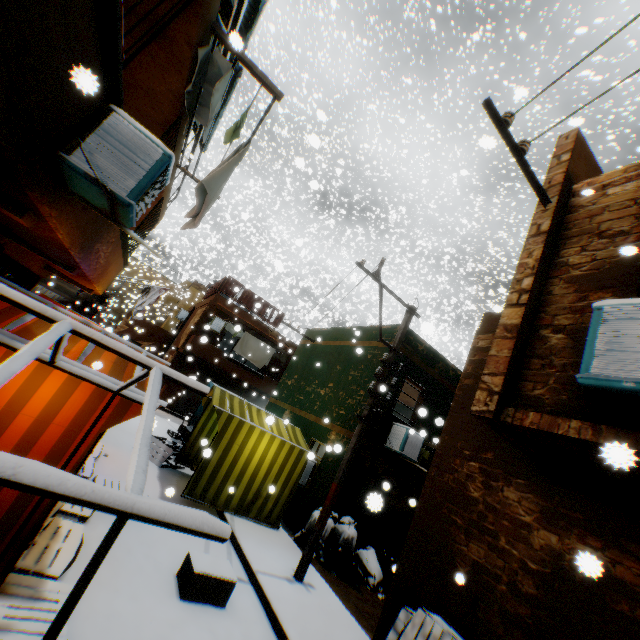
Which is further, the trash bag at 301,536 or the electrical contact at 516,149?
the trash bag at 301,536

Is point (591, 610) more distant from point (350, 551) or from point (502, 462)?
point (350, 551)

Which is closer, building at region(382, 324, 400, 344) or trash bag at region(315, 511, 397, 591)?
trash bag at region(315, 511, 397, 591)

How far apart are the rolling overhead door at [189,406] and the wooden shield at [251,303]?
0.3 meters

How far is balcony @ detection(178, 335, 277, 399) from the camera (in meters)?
17.73

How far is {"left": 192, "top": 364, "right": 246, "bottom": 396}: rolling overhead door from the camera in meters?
20.1 m

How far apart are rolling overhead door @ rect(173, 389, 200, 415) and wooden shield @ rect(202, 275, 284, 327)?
0.3 meters

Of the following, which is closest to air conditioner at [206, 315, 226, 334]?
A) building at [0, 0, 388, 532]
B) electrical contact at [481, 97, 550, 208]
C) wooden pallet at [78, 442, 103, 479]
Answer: building at [0, 0, 388, 532]
